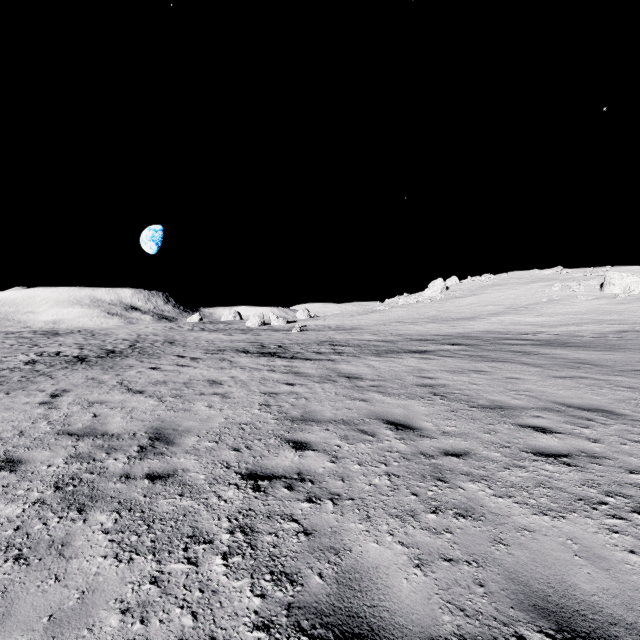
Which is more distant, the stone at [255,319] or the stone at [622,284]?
the stone at [255,319]

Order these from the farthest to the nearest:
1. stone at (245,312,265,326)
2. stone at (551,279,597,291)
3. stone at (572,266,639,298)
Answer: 1. stone at (245,312,265,326)
2. stone at (551,279,597,291)
3. stone at (572,266,639,298)

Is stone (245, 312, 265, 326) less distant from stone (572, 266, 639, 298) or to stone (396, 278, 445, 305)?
stone (396, 278, 445, 305)

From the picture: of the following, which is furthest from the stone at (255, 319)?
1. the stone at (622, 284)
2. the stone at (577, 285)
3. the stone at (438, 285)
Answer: the stone at (622, 284)

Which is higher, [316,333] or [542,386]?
[316,333]

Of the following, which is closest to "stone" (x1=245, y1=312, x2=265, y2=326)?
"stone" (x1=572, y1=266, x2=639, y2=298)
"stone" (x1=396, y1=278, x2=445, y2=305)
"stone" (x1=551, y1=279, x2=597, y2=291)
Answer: "stone" (x1=396, y1=278, x2=445, y2=305)

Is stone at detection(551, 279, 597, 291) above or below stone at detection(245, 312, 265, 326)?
above

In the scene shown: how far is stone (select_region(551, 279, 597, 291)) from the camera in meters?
36.1 m
